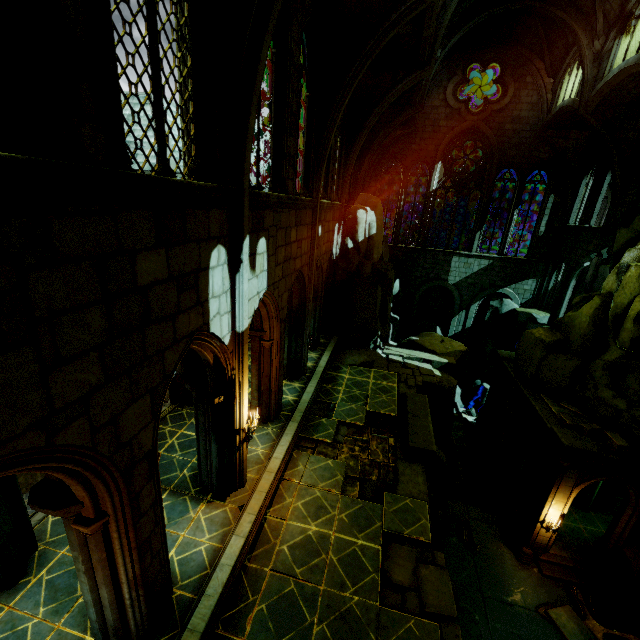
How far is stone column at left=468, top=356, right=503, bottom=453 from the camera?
20.9 meters

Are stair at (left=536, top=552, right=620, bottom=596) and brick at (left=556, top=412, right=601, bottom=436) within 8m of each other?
yes

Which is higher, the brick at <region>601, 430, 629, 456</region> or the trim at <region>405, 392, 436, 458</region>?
the trim at <region>405, 392, 436, 458</region>

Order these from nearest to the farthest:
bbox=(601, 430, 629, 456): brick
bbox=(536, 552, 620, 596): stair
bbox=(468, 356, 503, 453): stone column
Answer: bbox=(601, 430, 629, 456): brick → bbox=(536, 552, 620, 596): stair → bbox=(468, 356, 503, 453): stone column

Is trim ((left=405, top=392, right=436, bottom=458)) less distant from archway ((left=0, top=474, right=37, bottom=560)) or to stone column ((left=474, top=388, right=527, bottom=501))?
archway ((left=0, top=474, right=37, bottom=560))

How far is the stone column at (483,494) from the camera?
17.1 meters

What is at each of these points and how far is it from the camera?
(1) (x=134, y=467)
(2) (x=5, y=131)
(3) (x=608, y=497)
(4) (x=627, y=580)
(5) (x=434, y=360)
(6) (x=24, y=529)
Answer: (1) building, 4.25m
(2) window, 2.42m
(3) wall trim, 17.09m
(4) stone column, 13.35m
(5) stone column, 16.67m
(6) archway, 6.04m

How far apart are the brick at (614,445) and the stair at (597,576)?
6.1m
